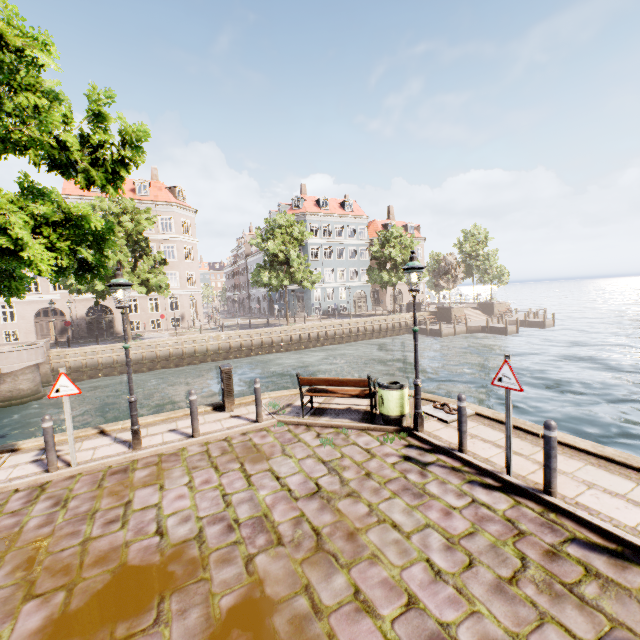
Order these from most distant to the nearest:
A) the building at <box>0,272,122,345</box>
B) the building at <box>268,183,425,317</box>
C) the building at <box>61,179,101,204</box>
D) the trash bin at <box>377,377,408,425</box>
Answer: the building at <box>268,183,425,317</box>
the building at <box>61,179,101,204</box>
the building at <box>0,272,122,345</box>
the trash bin at <box>377,377,408,425</box>

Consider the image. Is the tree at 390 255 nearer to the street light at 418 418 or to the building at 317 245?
the street light at 418 418

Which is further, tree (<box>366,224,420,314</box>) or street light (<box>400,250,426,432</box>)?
tree (<box>366,224,420,314</box>)

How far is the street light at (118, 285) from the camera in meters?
6.6

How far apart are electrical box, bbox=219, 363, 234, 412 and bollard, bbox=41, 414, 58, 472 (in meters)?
3.60

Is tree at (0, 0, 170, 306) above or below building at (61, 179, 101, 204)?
below

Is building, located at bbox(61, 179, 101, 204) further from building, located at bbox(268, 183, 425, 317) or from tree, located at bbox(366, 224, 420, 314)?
building, located at bbox(268, 183, 425, 317)

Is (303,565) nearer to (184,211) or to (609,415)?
(609,415)
